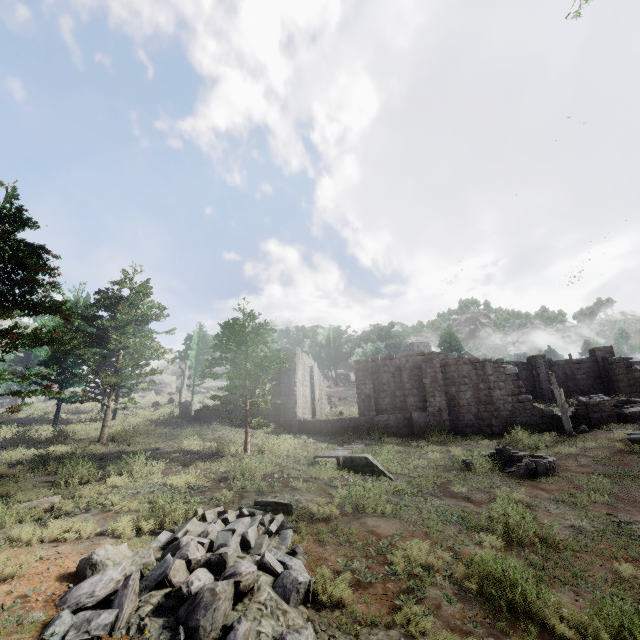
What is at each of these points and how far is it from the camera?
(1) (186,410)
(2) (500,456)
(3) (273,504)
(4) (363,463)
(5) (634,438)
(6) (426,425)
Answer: (1) building, 27.5 meters
(2) fountain, 15.3 meters
(3) building, 9.5 meters
(4) building, 14.2 meters
(5) building, 14.9 meters
(6) building, 22.5 meters

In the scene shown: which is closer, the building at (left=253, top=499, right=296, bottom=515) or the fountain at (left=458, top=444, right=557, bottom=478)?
the building at (left=253, top=499, right=296, bottom=515)

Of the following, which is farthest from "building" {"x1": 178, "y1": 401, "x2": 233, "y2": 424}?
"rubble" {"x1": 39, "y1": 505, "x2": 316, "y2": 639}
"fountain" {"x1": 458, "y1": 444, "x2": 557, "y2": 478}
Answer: "rubble" {"x1": 39, "y1": 505, "x2": 316, "y2": 639}

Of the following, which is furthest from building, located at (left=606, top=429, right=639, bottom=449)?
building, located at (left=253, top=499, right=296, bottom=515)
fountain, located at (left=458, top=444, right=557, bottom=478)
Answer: building, located at (left=253, top=499, right=296, bottom=515)

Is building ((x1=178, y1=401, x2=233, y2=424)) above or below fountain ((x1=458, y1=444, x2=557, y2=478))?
above

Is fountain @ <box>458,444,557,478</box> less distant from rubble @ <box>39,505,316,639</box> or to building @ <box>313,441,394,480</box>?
building @ <box>313,441,394,480</box>

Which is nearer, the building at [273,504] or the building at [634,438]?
the building at [273,504]

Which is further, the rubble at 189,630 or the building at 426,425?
the building at 426,425
